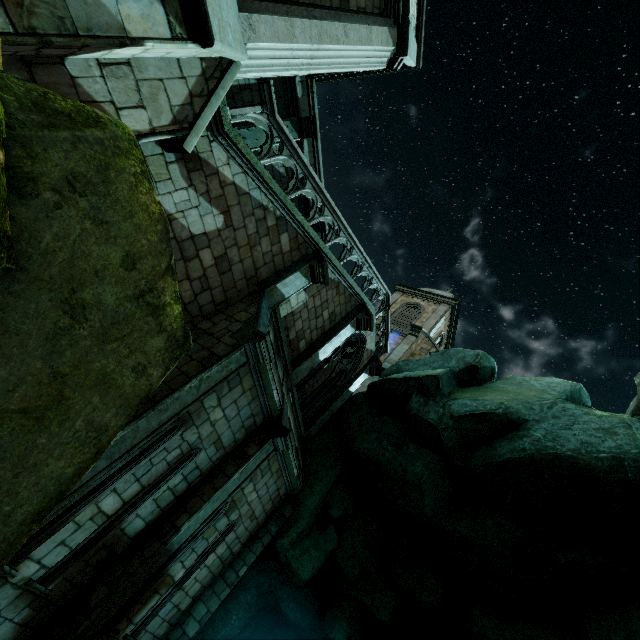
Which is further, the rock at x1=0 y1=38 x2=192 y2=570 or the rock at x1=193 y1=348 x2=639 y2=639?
the rock at x1=193 y1=348 x2=639 y2=639

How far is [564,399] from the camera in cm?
862

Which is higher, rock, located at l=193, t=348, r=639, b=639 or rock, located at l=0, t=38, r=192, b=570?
rock, located at l=193, t=348, r=639, b=639

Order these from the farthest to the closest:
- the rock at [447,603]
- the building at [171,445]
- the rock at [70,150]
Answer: the rock at [447,603] → the building at [171,445] → the rock at [70,150]

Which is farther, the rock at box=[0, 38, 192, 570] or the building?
the building

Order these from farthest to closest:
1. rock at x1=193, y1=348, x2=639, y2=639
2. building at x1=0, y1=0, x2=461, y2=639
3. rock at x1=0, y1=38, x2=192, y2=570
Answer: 1. rock at x1=193, y1=348, x2=639, y2=639
2. building at x1=0, y1=0, x2=461, y2=639
3. rock at x1=0, y1=38, x2=192, y2=570

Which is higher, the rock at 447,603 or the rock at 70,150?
the rock at 447,603
